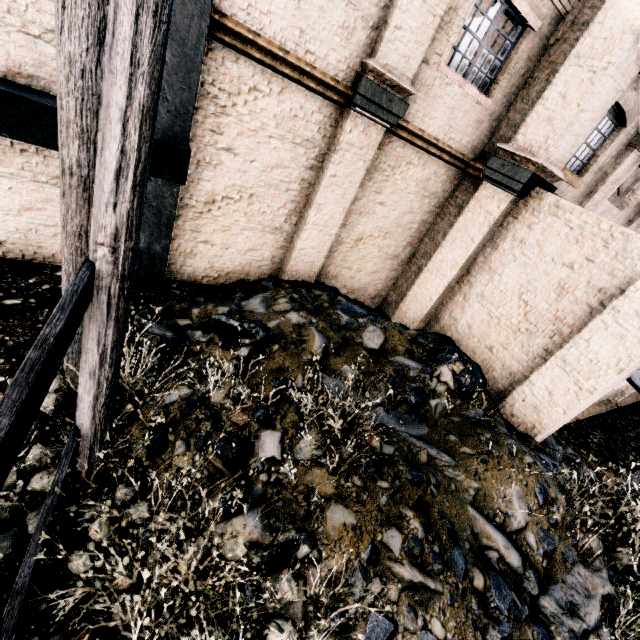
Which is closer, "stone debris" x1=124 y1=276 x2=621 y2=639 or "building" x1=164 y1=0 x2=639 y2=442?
"stone debris" x1=124 y1=276 x2=621 y2=639

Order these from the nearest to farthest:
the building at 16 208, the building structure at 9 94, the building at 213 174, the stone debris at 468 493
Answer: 1. the stone debris at 468 493
2. the building structure at 9 94
3. the building at 16 208
4. the building at 213 174

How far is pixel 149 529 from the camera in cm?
399

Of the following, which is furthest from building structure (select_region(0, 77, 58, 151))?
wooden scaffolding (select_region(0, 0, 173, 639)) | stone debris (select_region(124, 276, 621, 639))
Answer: stone debris (select_region(124, 276, 621, 639))

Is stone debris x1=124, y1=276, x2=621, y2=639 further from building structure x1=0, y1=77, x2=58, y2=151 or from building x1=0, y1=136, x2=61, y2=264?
building structure x1=0, y1=77, x2=58, y2=151

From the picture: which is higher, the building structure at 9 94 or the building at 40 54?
the building at 40 54
